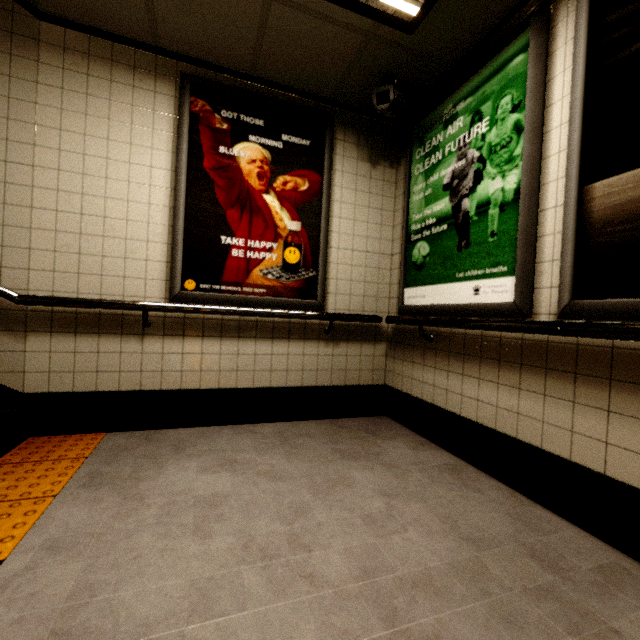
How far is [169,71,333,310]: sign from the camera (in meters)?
2.54

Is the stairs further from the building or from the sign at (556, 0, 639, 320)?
the sign at (556, 0, 639, 320)

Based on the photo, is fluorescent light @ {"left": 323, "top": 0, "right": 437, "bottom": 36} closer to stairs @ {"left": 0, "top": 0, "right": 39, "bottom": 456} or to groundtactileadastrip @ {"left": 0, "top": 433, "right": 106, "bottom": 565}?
stairs @ {"left": 0, "top": 0, "right": 39, "bottom": 456}

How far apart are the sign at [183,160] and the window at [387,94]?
0.4 meters

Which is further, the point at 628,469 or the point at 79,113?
the point at 79,113

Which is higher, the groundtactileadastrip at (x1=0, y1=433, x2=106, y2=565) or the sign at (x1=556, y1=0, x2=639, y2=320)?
the sign at (x1=556, y1=0, x2=639, y2=320)

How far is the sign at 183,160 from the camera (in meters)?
2.54

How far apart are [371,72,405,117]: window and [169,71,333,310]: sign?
0.4 meters
